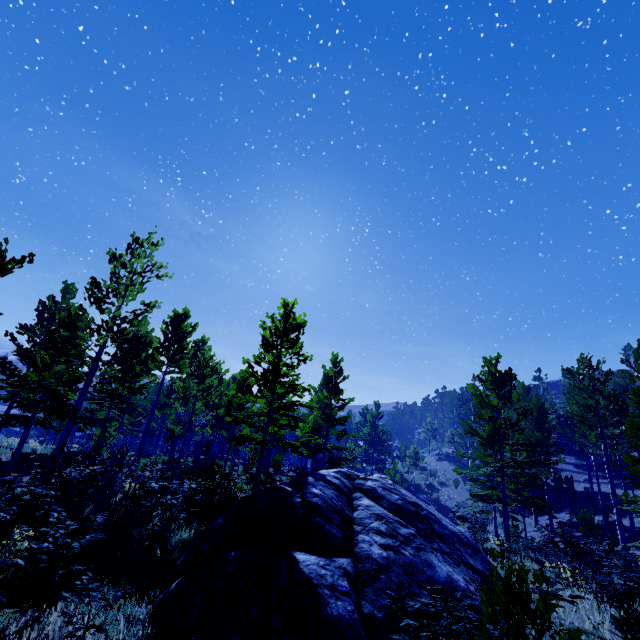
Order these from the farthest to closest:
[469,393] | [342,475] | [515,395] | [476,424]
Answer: [469,393] → [476,424] → [515,395] → [342,475]

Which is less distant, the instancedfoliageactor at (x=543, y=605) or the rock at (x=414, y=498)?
the instancedfoliageactor at (x=543, y=605)

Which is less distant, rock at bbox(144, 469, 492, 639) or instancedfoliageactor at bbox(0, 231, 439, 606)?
rock at bbox(144, 469, 492, 639)

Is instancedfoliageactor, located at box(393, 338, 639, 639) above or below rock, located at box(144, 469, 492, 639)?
above

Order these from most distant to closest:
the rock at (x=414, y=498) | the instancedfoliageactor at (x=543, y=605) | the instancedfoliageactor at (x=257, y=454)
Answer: the instancedfoliageactor at (x=257, y=454), the rock at (x=414, y=498), the instancedfoliageactor at (x=543, y=605)

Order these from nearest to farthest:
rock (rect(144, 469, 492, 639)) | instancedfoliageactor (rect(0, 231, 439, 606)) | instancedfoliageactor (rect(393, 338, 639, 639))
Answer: instancedfoliageactor (rect(393, 338, 639, 639)), rock (rect(144, 469, 492, 639)), instancedfoliageactor (rect(0, 231, 439, 606))

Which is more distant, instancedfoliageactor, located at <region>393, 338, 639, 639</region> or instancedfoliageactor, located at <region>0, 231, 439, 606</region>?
instancedfoliageactor, located at <region>0, 231, 439, 606</region>
